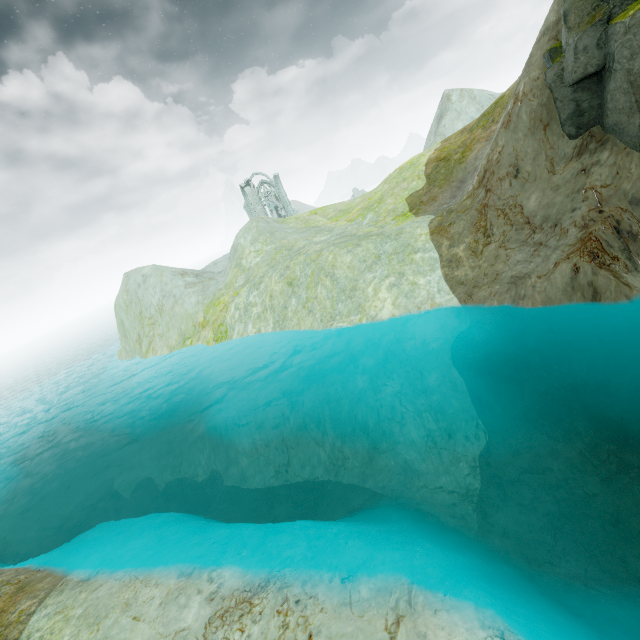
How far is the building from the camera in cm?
5569

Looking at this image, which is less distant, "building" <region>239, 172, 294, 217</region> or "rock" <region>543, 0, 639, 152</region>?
"rock" <region>543, 0, 639, 152</region>

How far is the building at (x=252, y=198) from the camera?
55.7 meters

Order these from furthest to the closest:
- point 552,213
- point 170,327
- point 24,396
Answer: point 24,396
point 170,327
point 552,213

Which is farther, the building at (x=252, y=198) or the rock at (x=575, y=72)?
the building at (x=252, y=198)

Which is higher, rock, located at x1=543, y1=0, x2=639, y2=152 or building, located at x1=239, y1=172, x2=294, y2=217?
building, located at x1=239, y1=172, x2=294, y2=217
